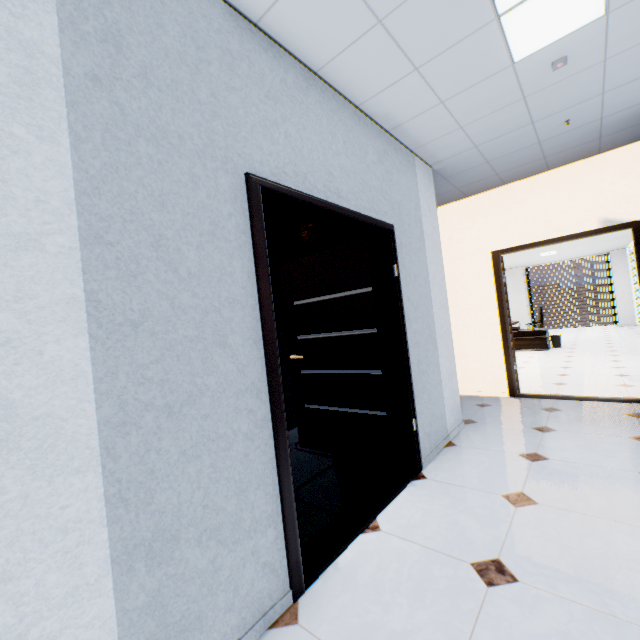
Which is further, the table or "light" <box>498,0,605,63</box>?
the table

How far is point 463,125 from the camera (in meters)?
2.94

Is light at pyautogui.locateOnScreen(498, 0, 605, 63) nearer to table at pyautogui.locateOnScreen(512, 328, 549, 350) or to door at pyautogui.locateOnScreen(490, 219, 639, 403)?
door at pyautogui.locateOnScreen(490, 219, 639, 403)

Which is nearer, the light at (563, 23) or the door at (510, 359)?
the light at (563, 23)

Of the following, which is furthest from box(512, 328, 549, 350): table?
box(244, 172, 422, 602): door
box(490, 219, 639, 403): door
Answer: box(244, 172, 422, 602): door

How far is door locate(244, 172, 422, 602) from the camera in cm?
160

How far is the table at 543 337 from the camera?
8.8m

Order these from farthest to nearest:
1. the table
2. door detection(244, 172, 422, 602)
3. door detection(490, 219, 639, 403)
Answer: the table < door detection(490, 219, 639, 403) < door detection(244, 172, 422, 602)
